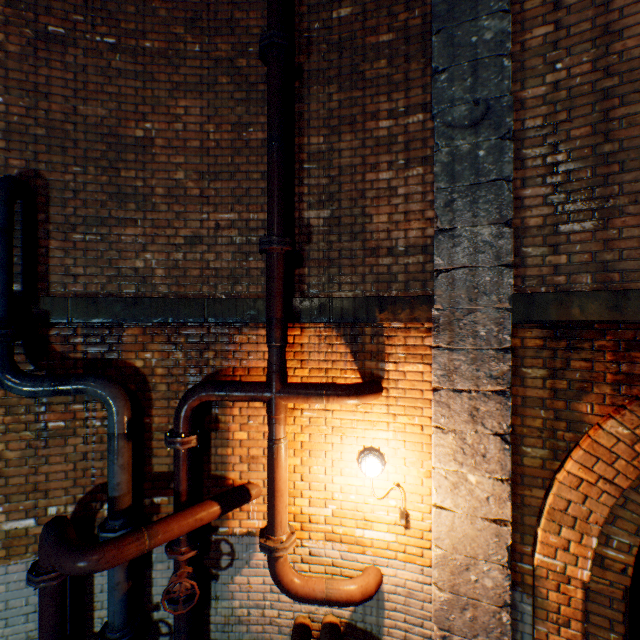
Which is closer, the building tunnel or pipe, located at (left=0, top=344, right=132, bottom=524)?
pipe, located at (left=0, top=344, right=132, bottom=524)

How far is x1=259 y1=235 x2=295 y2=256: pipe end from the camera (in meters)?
3.12

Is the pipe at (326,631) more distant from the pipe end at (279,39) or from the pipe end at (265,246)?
the pipe end at (279,39)

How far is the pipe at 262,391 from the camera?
3.17m

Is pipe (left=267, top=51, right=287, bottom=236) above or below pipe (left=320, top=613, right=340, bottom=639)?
above

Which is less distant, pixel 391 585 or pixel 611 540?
pixel 611 540

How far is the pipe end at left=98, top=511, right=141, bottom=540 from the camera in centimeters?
315cm

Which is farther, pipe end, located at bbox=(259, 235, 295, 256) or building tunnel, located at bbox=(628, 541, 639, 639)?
building tunnel, located at bbox=(628, 541, 639, 639)
